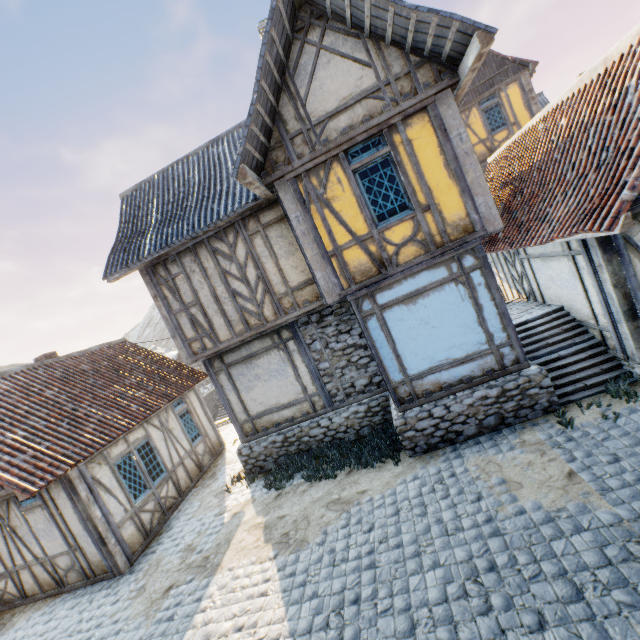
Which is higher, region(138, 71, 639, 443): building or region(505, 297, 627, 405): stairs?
region(138, 71, 639, 443): building

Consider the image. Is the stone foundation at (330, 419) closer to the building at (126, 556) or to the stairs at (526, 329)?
the stairs at (526, 329)

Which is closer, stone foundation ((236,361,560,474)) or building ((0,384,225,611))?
stone foundation ((236,361,560,474))

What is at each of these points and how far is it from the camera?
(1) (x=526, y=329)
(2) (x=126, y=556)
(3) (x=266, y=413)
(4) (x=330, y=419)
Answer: (1) stairs, 8.28m
(2) building, 8.05m
(3) building, 9.70m
(4) stone foundation, 9.25m

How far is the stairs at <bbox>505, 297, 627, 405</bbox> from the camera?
6.9m

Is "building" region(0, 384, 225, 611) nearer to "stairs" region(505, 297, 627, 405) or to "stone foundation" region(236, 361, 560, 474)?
"stone foundation" region(236, 361, 560, 474)

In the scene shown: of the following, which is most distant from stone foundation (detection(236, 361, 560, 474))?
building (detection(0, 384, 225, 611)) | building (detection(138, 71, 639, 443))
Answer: building (detection(0, 384, 225, 611))

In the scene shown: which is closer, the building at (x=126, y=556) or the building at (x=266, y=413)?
the building at (x=266, y=413)
